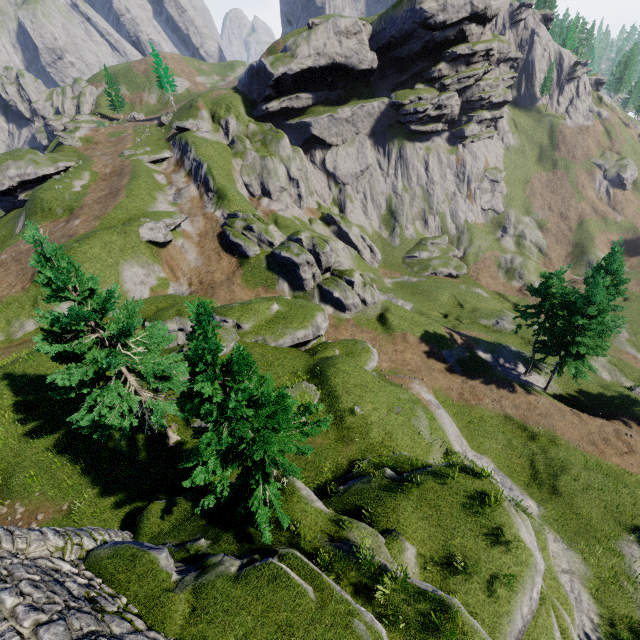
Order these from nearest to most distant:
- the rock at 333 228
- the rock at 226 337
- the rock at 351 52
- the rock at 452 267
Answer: the rock at 226 337 → the rock at 351 52 → the rock at 333 228 → the rock at 452 267

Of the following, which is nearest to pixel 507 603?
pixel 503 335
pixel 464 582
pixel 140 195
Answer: pixel 464 582

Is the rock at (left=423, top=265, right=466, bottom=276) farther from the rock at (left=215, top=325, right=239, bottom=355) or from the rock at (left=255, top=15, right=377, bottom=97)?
the rock at (left=215, top=325, right=239, bottom=355)

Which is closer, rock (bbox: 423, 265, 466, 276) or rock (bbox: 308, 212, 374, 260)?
rock (bbox: 308, 212, 374, 260)

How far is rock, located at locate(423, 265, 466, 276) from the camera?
59.3 meters

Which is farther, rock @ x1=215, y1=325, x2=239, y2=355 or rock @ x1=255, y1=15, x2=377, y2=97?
rock @ x1=255, y1=15, x2=377, y2=97

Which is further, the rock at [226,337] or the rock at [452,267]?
the rock at [452,267]

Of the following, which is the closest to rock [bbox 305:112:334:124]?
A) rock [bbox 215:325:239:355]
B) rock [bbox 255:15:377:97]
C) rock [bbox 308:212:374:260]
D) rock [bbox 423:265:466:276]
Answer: rock [bbox 255:15:377:97]
